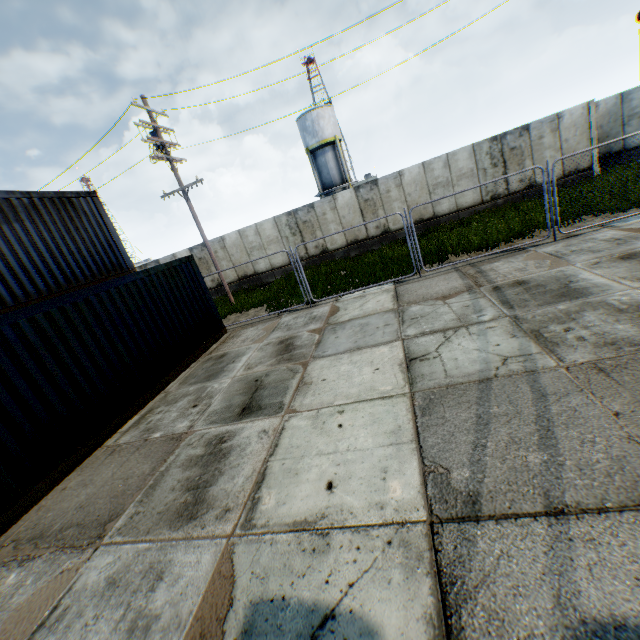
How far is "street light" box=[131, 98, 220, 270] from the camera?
13.3 meters

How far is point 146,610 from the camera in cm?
299

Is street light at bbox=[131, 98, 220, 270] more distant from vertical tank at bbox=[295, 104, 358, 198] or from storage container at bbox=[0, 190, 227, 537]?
vertical tank at bbox=[295, 104, 358, 198]

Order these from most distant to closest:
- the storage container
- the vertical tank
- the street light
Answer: the vertical tank
the street light
the storage container

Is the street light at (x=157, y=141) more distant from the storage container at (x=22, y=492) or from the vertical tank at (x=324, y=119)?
the vertical tank at (x=324, y=119)

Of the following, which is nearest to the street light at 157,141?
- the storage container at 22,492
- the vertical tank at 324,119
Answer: the storage container at 22,492

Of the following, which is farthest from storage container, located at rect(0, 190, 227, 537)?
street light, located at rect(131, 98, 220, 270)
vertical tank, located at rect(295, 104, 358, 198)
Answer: vertical tank, located at rect(295, 104, 358, 198)

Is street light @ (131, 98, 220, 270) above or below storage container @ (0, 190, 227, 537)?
above
